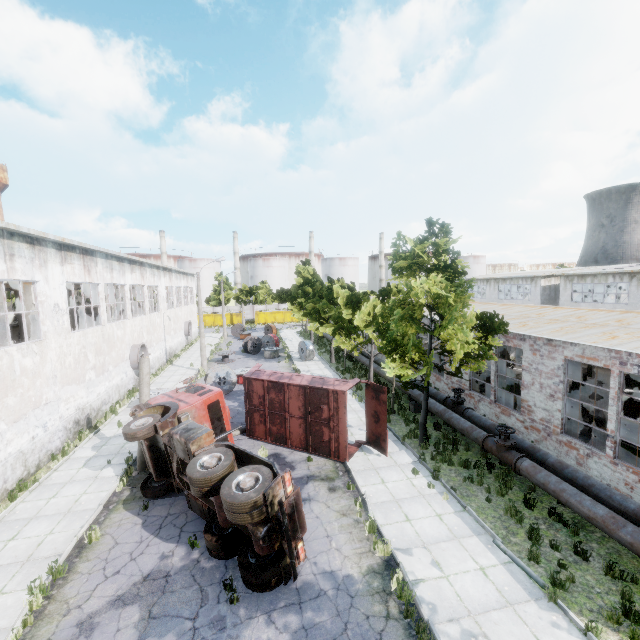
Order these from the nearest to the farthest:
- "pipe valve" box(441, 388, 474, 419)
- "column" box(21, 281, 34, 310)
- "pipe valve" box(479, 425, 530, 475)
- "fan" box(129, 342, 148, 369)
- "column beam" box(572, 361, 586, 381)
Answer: "pipe valve" box(479, 425, 530, 475) < "pipe valve" box(441, 388, 474, 419) < "column" box(21, 281, 34, 310) < "column beam" box(572, 361, 586, 381) < "fan" box(129, 342, 148, 369)

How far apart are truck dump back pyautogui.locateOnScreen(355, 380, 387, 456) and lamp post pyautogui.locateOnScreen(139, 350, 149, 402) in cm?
881

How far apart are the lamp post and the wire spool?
18.67m

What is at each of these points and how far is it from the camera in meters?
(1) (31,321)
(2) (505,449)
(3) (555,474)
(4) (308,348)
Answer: (1) column, 18.0 m
(2) pipe valve, 11.6 m
(3) pipe, 10.7 m
(4) wire spool, 31.5 m

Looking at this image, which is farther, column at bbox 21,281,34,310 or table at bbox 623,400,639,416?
column at bbox 21,281,34,310

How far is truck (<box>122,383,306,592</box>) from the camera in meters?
7.6

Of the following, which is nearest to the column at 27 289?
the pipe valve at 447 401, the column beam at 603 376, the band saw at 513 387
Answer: the pipe valve at 447 401

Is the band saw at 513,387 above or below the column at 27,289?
below
